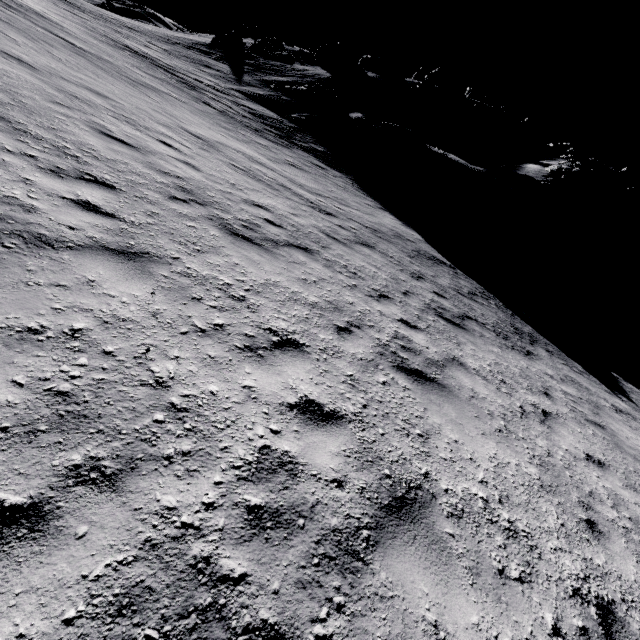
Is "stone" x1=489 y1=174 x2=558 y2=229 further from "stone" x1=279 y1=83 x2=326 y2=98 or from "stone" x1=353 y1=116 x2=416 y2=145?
"stone" x1=279 y1=83 x2=326 y2=98

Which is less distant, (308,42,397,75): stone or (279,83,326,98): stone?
(279,83,326,98): stone

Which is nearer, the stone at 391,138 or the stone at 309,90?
the stone at 391,138

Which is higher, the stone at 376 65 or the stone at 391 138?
the stone at 376 65

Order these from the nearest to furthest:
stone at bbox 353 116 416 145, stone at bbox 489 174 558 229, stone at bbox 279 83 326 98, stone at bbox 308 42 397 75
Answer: stone at bbox 489 174 558 229, stone at bbox 353 116 416 145, stone at bbox 279 83 326 98, stone at bbox 308 42 397 75

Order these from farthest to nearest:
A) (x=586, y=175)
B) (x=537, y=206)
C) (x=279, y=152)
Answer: (x=586, y=175)
(x=537, y=206)
(x=279, y=152)

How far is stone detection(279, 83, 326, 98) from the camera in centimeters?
2930cm

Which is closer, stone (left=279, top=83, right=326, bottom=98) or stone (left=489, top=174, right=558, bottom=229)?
stone (left=489, top=174, right=558, bottom=229)
